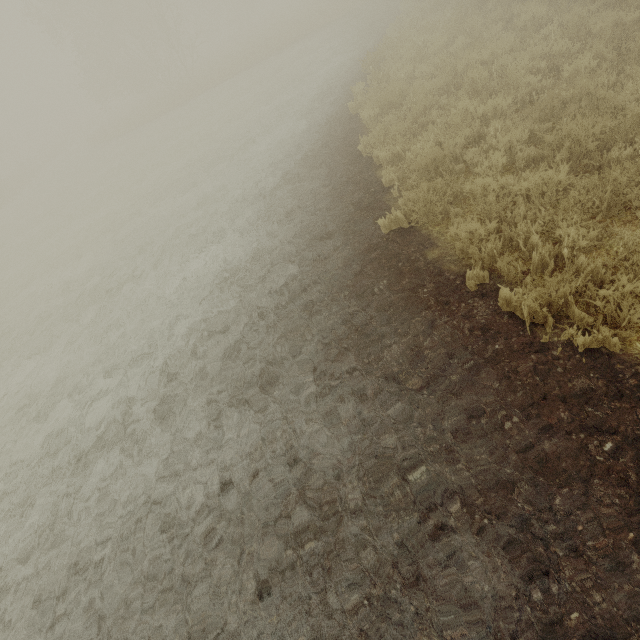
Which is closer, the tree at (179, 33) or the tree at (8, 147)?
the tree at (179, 33)

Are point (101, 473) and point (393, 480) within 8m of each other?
yes

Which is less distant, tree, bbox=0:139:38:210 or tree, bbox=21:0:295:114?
tree, bbox=21:0:295:114
